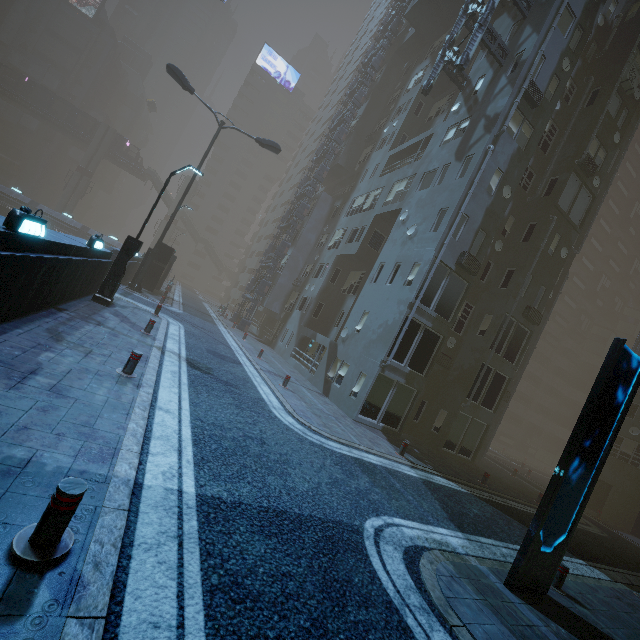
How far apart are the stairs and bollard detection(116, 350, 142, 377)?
60.07m

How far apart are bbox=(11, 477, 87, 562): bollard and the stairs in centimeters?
6486cm

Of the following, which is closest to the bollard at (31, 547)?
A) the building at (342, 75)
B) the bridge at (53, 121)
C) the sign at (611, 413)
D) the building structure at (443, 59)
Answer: the building at (342, 75)

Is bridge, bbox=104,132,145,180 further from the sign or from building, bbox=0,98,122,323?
the sign

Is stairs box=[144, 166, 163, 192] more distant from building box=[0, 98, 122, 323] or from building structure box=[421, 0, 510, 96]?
building structure box=[421, 0, 510, 96]

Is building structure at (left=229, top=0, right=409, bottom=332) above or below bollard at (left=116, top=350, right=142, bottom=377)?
above

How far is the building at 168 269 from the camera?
24.14m

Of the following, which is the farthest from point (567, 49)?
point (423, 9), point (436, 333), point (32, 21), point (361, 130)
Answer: point (32, 21)
